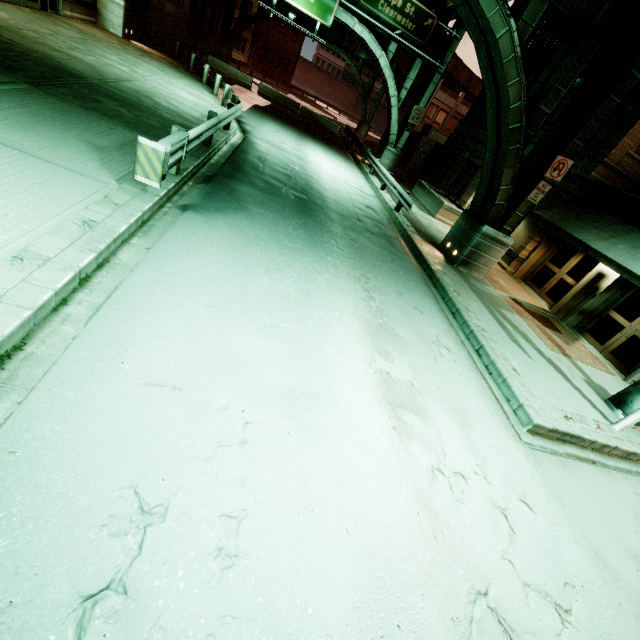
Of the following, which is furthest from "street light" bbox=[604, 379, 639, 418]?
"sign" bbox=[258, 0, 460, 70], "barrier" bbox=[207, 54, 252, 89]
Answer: "barrier" bbox=[207, 54, 252, 89]

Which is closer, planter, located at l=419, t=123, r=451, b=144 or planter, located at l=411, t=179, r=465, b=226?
planter, located at l=411, t=179, r=465, b=226

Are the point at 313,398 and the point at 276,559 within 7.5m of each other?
yes

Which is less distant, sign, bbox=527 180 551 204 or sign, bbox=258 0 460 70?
sign, bbox=527 180 551 204

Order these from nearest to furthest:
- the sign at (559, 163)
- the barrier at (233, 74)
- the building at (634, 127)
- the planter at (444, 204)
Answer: the sign at (559, 163) → the building at (634, 127) → the planter at (444, 204) → the barrier at (233, 74)

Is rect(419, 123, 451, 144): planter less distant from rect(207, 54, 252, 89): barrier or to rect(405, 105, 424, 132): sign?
rect(405, 105, 424, 132): sign

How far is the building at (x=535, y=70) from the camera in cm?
1739

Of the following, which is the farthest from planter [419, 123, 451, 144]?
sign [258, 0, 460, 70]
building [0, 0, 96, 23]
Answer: building [0, 0, 96, 23]
